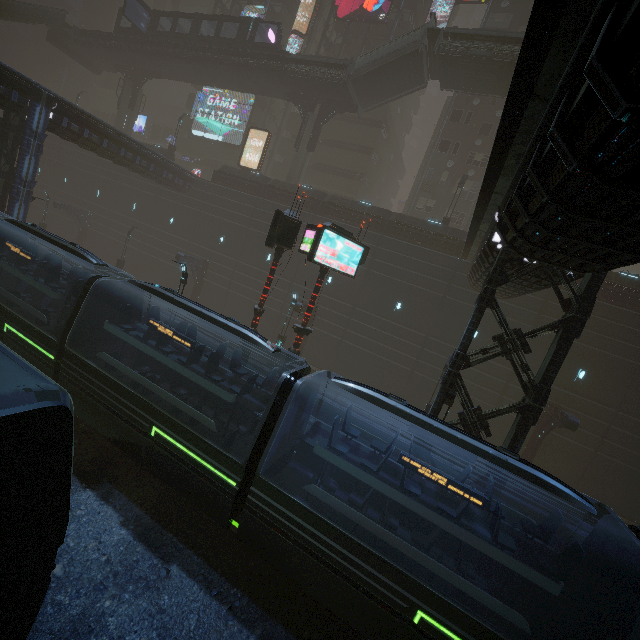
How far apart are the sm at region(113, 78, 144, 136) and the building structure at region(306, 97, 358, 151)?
25.7m

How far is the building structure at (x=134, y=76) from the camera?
38.3m

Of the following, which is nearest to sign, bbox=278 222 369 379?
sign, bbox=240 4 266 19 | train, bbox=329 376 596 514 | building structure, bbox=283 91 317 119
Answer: train, bbox=329 376 596 514

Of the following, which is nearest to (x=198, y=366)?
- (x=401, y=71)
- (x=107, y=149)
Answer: (x=107, y=149)

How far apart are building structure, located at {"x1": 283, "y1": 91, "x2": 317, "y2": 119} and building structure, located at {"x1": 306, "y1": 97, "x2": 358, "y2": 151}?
0.68m

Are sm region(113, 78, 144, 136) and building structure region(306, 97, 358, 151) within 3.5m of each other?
no

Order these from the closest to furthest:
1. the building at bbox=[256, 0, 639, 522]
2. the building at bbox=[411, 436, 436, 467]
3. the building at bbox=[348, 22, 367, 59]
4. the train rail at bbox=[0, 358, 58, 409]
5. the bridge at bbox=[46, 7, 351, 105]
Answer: the building at bbox=[256, 0, 639, 522]
the building at bbox=[411, 436, 436, 467]
the train rail at bbox=[0, 358, 58, 409]
the bridge at bbox=[46, 7, 351, 105]
the building at bbox=[348, 22, 367, 59]

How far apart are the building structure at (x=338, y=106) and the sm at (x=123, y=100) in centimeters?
2574cm
